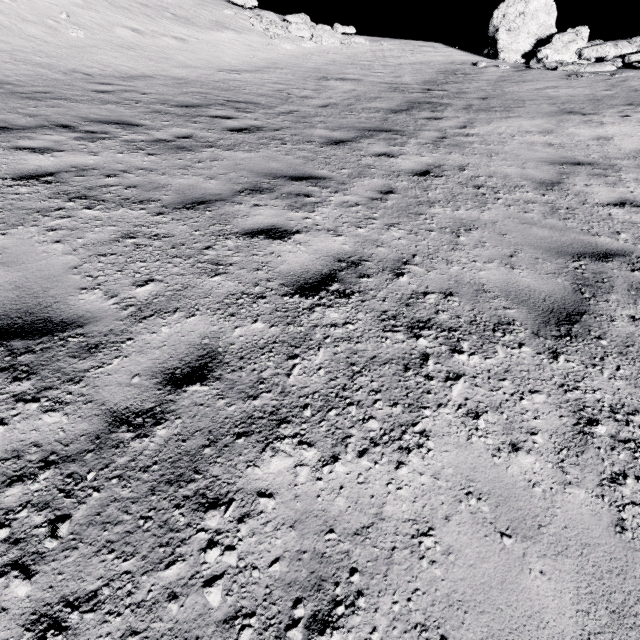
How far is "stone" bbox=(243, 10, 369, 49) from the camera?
16.7 meters

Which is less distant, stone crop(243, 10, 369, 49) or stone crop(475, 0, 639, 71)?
stone crop(475, 0, 639, 71)

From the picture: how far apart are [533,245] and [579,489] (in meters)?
3.07

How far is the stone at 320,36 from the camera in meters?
16.7 m

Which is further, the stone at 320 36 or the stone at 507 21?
the stone at 320 36
